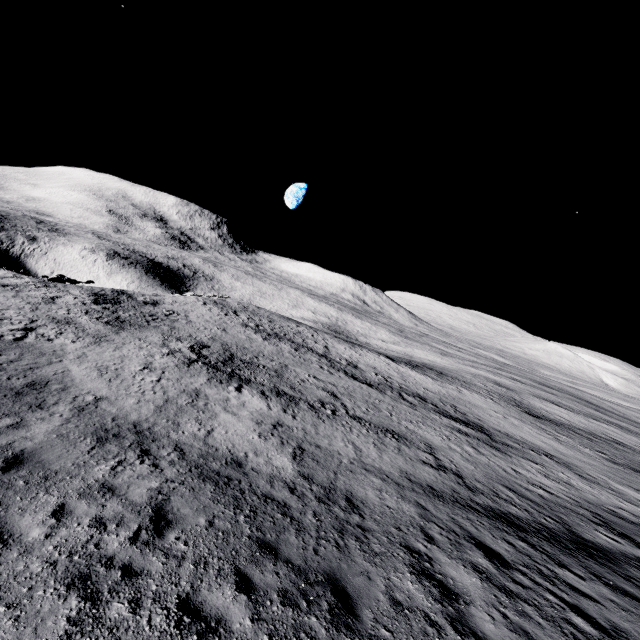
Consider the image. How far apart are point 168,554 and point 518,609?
7.8 meters
